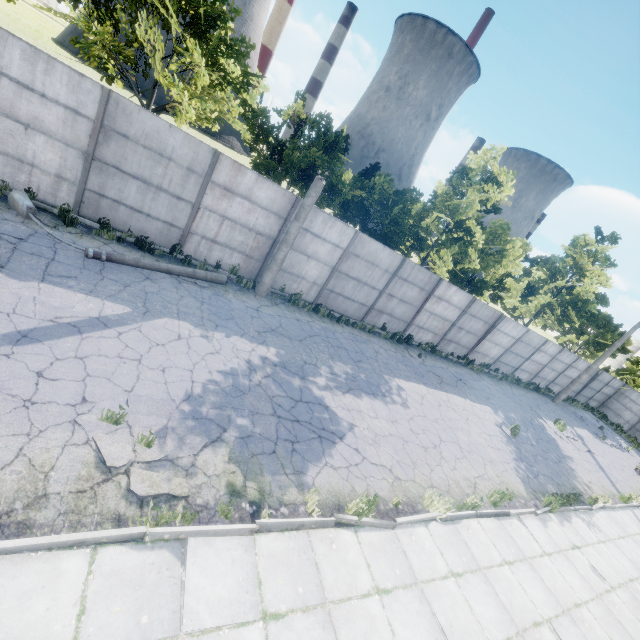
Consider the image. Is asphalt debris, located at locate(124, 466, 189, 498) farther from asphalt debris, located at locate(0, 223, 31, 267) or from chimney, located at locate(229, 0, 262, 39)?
chimney, located at locate(229, 0, 262, 39)

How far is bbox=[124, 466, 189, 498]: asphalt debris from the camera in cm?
439

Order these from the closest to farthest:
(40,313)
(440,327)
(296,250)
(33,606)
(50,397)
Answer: (33,606) → (50,397) → (40,313) → (296,250) → (440,327)

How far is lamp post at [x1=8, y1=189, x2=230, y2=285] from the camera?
8.17m

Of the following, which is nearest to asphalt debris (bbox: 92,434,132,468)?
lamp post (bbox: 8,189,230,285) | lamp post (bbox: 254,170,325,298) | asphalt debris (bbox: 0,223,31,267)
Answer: asphalt debris (bbox: 0,223,31,267)

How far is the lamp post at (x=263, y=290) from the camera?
10.6m

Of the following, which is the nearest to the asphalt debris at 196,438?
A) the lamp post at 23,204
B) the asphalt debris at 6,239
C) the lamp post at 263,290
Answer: the asphalt debris at 6,239
